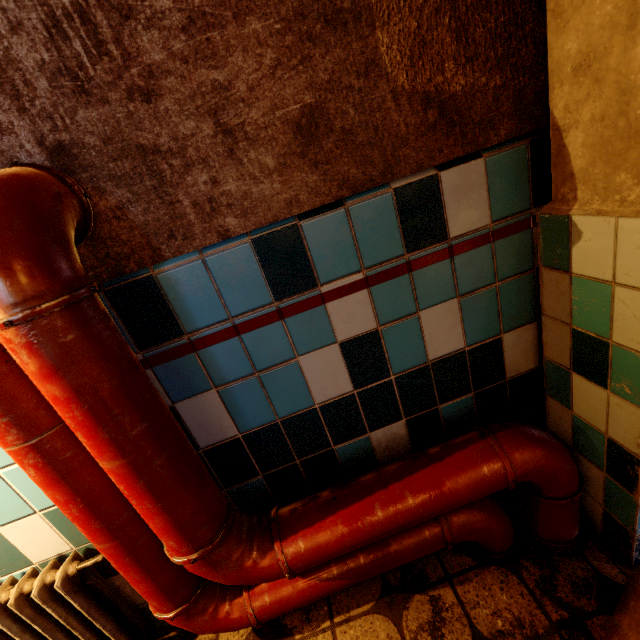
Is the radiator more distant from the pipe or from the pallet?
the pallet

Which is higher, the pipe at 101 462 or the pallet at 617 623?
the pipe at 101 462

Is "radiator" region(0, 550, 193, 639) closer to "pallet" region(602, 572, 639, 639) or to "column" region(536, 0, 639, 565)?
"pallet" region(602, 572, 639, 639)

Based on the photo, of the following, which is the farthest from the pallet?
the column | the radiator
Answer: the radiator

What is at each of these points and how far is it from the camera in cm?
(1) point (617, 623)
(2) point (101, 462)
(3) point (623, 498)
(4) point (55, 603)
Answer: (1) pallet, 96
(2) pipe, 78
(3) column, 109
(4) radiator, 112

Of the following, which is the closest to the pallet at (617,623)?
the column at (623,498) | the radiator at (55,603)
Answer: the column at (623,498)
